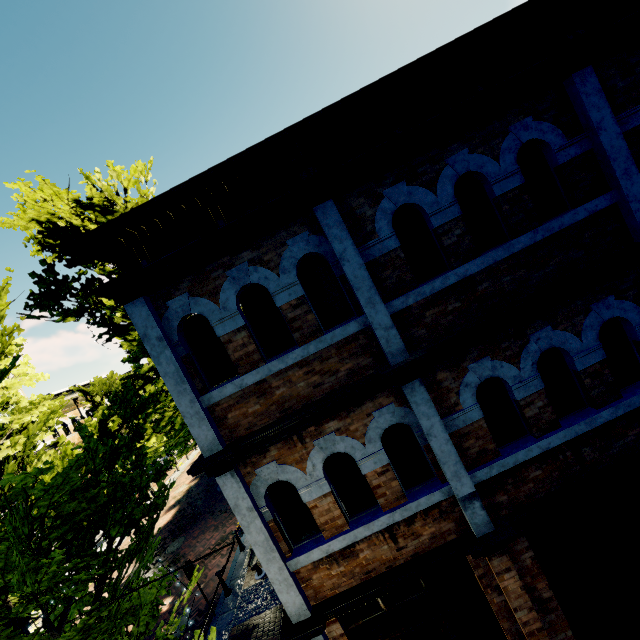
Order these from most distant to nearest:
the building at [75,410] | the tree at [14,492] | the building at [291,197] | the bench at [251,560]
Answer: the building at [75,410] → the bench at [251,560] → the building at [291,197] → the tree at [14,492]

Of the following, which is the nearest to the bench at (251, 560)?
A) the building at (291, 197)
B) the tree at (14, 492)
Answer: the tree at (14, 492)

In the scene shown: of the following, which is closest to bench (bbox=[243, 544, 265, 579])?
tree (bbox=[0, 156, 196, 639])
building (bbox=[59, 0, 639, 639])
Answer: tree (bbox=[0, 156, 196, 639])

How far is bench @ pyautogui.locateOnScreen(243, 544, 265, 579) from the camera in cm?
1098

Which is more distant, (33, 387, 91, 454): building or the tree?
(33, 387, 91, 454): building

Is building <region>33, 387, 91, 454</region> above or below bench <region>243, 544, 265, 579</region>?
above

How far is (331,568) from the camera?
4.9 meters

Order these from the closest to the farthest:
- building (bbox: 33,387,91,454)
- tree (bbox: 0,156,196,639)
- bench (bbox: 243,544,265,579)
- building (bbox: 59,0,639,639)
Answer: tree (bbox: 0,156,196,639)
building (bbox: 59,0,639,639)
bench (bbox: 243,544,265,579)
building (bbox: 33,387,91,454)
